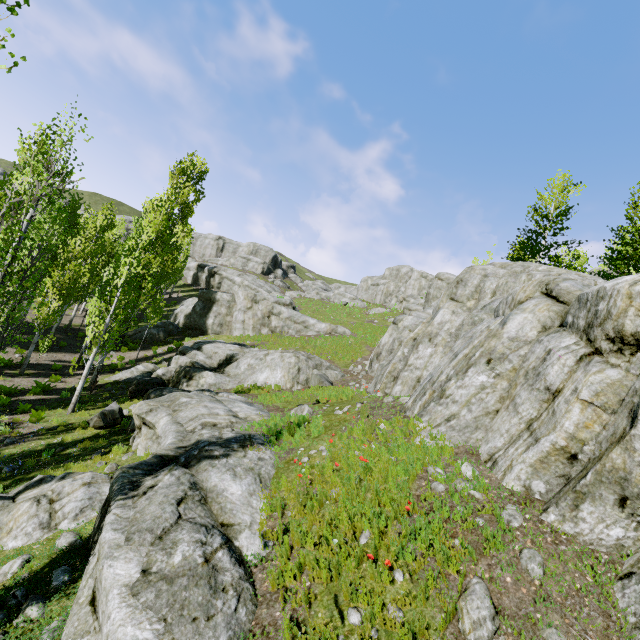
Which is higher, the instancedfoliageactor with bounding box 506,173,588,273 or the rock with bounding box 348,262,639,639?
the instancedfoliageactor with bounding box 506,173,588,273

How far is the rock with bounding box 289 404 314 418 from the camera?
10.5 meters

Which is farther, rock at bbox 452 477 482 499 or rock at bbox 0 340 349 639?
rock at bbox 452 477 482 499

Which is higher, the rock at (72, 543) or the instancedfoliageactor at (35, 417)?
the rock at (72, 543)

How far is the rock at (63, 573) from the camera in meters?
5.1 m

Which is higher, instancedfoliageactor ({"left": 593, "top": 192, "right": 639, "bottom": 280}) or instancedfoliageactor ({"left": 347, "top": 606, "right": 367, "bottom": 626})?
instancedfoliageactor ({"left": 593, "top": 192, "right": 639, "bottom": 280})

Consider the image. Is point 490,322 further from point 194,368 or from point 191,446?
point 194,368
